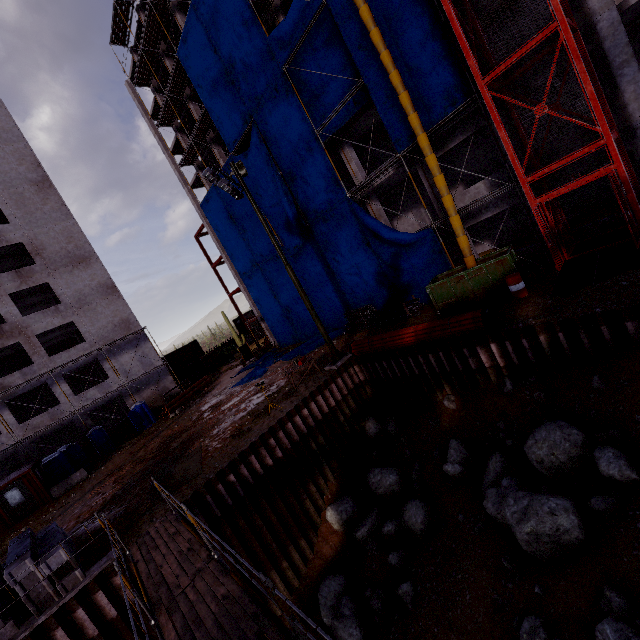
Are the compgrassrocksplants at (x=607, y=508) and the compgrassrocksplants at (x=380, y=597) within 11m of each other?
yes

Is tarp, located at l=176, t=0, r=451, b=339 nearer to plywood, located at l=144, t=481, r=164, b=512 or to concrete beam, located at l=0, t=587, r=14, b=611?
plywood, located at l=144, t=481, r=164, b=512

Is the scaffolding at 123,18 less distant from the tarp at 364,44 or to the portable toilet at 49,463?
the tarp at 364,44

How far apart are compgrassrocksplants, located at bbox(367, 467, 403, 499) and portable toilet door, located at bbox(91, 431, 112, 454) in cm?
2369

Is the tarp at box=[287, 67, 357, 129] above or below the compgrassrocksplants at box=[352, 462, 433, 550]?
above

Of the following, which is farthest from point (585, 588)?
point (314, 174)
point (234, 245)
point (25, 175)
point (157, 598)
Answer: point (25, 175)

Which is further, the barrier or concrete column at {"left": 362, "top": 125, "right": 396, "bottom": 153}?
concrete column at {"left": 362, "top": 125, "right": 396, "bottom": 153}

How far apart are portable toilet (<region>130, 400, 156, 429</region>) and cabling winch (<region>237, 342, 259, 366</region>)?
9.03m
